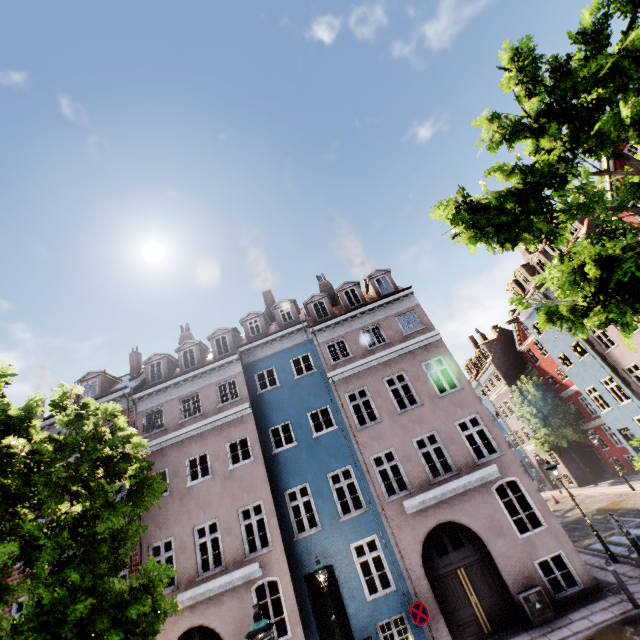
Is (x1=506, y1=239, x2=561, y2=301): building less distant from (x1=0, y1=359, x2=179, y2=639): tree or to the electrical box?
the electrical box

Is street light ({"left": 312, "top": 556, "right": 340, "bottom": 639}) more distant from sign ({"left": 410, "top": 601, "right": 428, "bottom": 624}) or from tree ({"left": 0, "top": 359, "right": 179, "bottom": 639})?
sign ({"left": 410, "top": 601, "right": 428, "bottom": 624})

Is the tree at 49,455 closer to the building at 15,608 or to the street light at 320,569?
the street light at 320,569

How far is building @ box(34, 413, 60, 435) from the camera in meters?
16.8

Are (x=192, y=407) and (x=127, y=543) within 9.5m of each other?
yes

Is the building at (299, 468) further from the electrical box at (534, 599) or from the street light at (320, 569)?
the street light at (320, 569)

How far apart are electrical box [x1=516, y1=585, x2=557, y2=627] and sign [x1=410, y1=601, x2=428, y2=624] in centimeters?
342cm

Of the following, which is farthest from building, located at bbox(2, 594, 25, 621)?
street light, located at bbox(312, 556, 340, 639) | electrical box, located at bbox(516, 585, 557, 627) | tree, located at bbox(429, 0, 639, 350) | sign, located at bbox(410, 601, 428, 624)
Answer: tree, located at bbox(429, 0, 639, 350)
